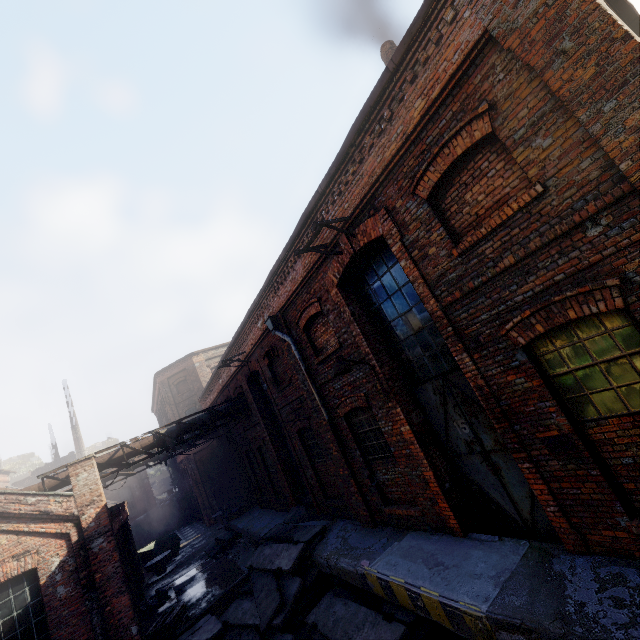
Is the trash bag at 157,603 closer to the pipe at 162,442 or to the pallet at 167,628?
the pallet at 167,628

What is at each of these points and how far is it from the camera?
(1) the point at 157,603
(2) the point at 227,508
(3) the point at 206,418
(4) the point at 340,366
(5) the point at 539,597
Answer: (1) trash bag, 14.3m
(2) trash bag, 18.9m
(3) pipe, 14.3m
(4) light, 6.6m
(5) building, 4.2m

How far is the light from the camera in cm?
662

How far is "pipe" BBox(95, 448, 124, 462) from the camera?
12.16m

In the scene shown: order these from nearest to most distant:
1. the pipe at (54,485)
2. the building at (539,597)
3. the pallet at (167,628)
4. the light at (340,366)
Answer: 1. the building at (539,597)
2. the light at (340,366)
3. the pallet at (167,628)
4. the pipe at (54,485)

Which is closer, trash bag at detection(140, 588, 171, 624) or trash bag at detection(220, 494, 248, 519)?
trash bag at detection(140, 588, 171, 624)

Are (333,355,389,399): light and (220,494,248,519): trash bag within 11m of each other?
no

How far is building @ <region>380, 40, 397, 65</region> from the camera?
8.17m
